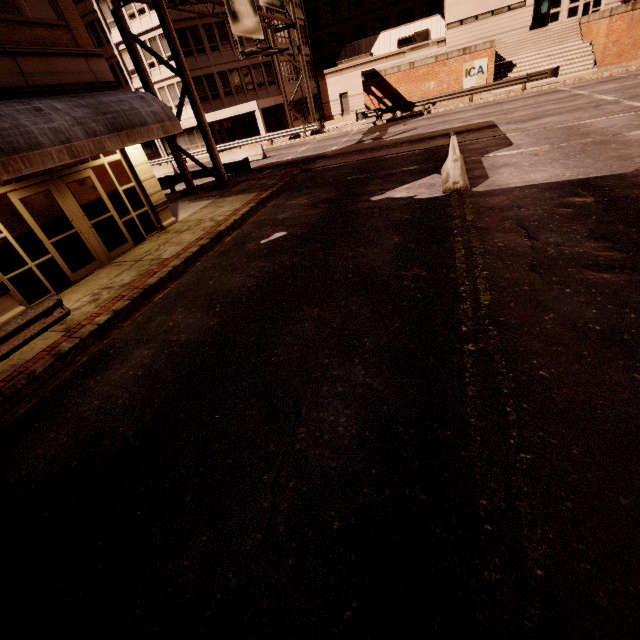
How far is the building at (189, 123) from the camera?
34.3 meters

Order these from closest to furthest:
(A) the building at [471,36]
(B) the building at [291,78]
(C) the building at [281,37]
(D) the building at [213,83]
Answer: (A) the building at [471,36] < (D) the building at [213,83] < (C) the building at [281,37] < (B) the building at [291,78]

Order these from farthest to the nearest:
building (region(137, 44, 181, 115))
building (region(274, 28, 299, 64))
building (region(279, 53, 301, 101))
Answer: building (region(279, 53, 301, 101))
building (region(274, 28, 299, 64))
building (region(137, 44, 181, 115))

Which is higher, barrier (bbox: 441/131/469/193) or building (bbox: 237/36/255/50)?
building (bbox: 237/36/255/50)

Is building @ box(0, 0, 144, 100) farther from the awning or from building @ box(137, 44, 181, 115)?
the awning

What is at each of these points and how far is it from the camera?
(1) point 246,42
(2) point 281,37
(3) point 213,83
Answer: (1) building, 33.28m
(2) building, 37.06m
(3) building, 33.47m

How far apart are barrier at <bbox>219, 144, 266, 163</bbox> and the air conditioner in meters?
23.8 m

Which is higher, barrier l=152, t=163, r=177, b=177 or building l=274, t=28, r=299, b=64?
building l=274, t=28, r=299, b=64
